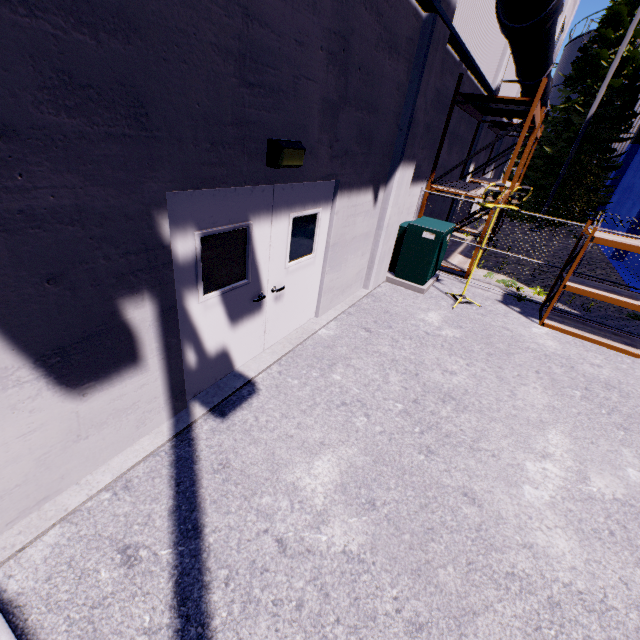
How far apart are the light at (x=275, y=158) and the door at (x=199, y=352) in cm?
16

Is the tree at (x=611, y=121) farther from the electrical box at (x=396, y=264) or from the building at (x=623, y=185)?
the electrical box at (x=396, y=264)

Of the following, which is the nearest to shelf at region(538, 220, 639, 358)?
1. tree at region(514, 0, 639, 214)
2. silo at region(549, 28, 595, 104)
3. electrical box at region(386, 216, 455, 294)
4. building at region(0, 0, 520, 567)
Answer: building at region(0, 0, 520, 567)

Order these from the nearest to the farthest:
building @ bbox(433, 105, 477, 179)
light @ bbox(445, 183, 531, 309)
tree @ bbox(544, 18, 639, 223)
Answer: light @ bbox(445, 183, 531, 309)
building @ bbox(433, 105, 477, 179)
tree @ bbox(544, 18, 639, 223)

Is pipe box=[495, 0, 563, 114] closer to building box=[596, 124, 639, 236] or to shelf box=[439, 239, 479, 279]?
building box=[596, 124, 639, 236]

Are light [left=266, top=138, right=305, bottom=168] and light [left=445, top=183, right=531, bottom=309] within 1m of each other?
no

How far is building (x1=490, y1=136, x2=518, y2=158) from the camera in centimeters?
1790cm

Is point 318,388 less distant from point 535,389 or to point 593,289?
point 535,389
